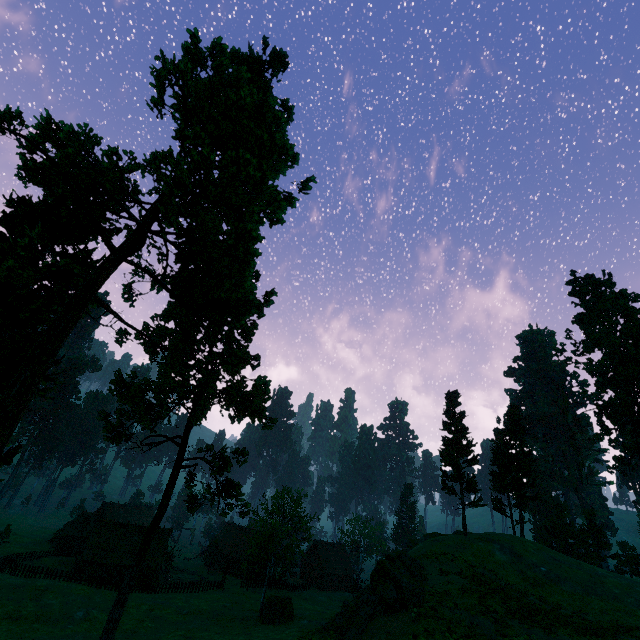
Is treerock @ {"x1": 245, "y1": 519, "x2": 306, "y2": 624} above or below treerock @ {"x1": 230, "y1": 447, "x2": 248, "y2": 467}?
below

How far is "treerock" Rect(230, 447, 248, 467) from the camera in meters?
23.3 m

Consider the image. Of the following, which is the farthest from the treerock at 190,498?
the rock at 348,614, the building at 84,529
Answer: the rock at 348,614

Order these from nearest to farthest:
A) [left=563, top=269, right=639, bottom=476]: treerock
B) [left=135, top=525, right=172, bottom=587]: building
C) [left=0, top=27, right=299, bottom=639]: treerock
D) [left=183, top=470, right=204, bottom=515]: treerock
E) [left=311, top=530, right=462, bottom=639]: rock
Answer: [left=0, top=27, right=299, bottom=639]: treerock
[left=183, top=470, right=204, bottom=515]: treerock
[left=311, top=530, right=462, bottom=639]: rock
[left=563, top=269, right=639, bottom=476]: treerock
[left=135, top=525, right=172, bottom=587]: building

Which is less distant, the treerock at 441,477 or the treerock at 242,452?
the treerock at 242,452

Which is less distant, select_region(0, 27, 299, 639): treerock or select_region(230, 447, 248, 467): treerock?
select_region(0, 27, 299, 639): treerock

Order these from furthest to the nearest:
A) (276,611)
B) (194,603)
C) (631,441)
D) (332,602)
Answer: (332,602), (631,441), (194,603), (276,611)

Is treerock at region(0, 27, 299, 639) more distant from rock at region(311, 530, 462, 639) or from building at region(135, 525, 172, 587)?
rock at region(311, 530, 462, 639)
